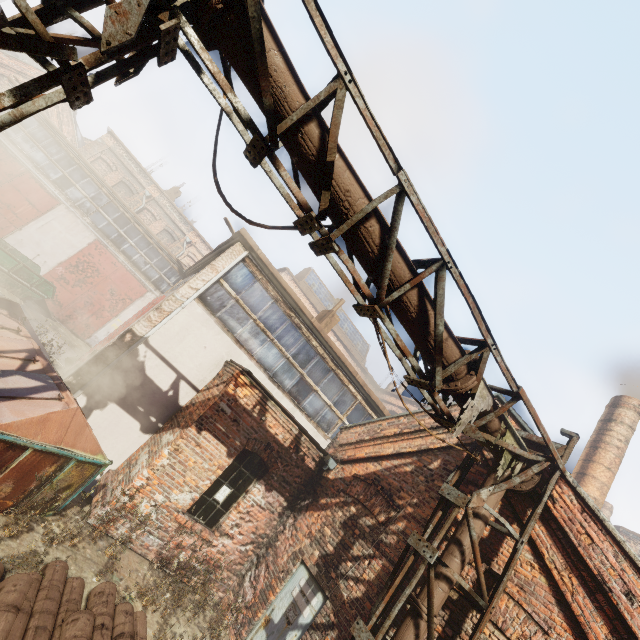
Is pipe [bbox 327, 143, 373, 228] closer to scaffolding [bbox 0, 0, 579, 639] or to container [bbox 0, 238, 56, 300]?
scaffolding [bbox 0, 0, 579, 639]

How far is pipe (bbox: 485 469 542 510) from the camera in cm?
509

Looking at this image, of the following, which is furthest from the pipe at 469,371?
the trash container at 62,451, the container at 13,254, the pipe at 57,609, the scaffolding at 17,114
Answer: the container at 13,254

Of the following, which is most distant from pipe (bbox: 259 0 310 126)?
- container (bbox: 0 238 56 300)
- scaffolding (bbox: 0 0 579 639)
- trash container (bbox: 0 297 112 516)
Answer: container (bbox: 0 238 56 300)

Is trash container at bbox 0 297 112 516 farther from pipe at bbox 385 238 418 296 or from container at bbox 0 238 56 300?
container at bbox 0 238 56 300

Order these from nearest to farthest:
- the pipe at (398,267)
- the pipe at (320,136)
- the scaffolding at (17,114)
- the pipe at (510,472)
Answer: the scaffolding at (17,114) < the pipe at (320,136) < the pipe at (398,267) < the pipe at (510,472)

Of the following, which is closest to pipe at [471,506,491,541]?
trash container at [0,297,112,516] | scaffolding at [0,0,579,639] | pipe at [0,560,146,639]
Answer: scaffolding at [0,0,579,639]

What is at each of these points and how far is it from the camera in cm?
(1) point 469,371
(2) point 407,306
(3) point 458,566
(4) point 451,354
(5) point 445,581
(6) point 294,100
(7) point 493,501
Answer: (1) pipe, 445
(2) pipe, 399
(3) pipe, 473
(4) pipe, 430
(5) pipe, 465
(6) pipe, 308
(7) pipe, 509
